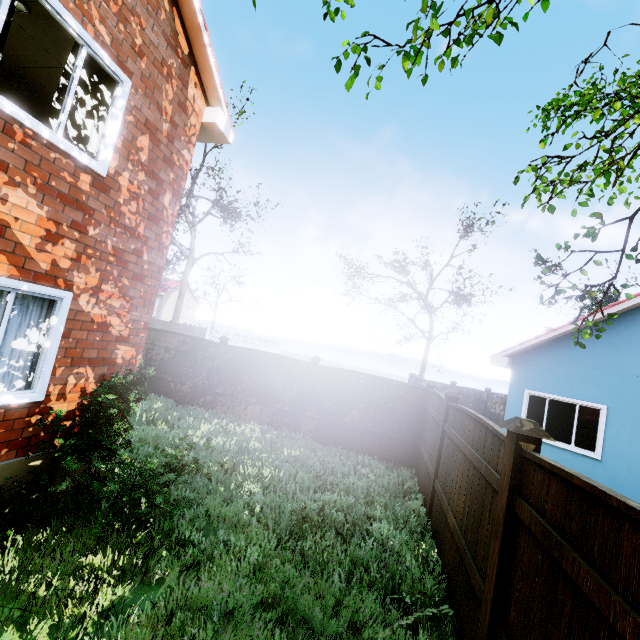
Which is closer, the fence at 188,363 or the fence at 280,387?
the fence at 280,387

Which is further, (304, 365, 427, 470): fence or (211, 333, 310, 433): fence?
(211, 333, 310, 433): fence

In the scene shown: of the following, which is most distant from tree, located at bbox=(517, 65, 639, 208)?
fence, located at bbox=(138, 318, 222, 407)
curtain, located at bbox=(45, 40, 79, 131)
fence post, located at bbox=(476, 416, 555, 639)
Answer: curtain, located at bbox=(45, 40, 79, 131)

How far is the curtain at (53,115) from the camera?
3.71m

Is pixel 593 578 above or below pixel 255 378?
above

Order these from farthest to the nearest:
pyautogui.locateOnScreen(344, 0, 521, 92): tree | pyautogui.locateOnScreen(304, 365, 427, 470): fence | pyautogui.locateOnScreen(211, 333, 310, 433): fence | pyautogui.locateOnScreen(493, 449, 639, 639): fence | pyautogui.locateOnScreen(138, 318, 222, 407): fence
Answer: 1. pyautogui.locateOnScreen(138, 318, 222, 407): fence
2. pyautogui.locateOnScreen(211, 333, 310, 433): fence
3. pyautogui.locateOnScreen(304, 365, 427, 470): fence
4. pyautogui.locateOnScreen(344, 0, 521, 92): tree
5. pyautogui.locateOnScreen(493, 449, 639, 639): fence

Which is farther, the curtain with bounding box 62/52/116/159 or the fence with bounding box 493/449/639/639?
the curtain with bounding box 62/52/116/159

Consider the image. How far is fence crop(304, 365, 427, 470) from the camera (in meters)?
8.96
